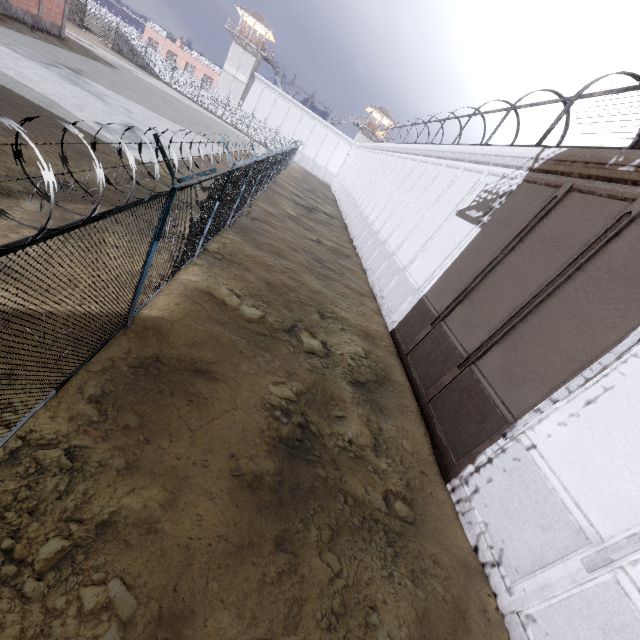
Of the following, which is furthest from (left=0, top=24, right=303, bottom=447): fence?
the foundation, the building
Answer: the foundation

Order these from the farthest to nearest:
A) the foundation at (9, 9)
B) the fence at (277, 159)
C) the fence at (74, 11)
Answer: the fence at (74, 11), the foundation at (9, 9), the fence at (277, 159)

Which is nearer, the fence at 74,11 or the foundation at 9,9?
the foundation at 9,9

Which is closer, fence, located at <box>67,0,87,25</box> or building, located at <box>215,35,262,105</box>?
fence, located at <box>67,0,87,25</box>

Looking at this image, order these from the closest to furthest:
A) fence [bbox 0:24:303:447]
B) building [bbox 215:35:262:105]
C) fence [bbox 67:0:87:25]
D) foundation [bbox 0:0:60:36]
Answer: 1. fence [bbox 0:24:303:447]
2. foundation [bbox 0:0:60:36]
3. fence [bbox 67:0:87:25]
4. building [bbox 215:35:262:105]

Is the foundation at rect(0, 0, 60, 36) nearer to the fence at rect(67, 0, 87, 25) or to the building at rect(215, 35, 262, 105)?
the fence at rect(67, 0, 87, 25)

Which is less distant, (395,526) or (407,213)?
(395,526)

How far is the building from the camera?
50.19m
